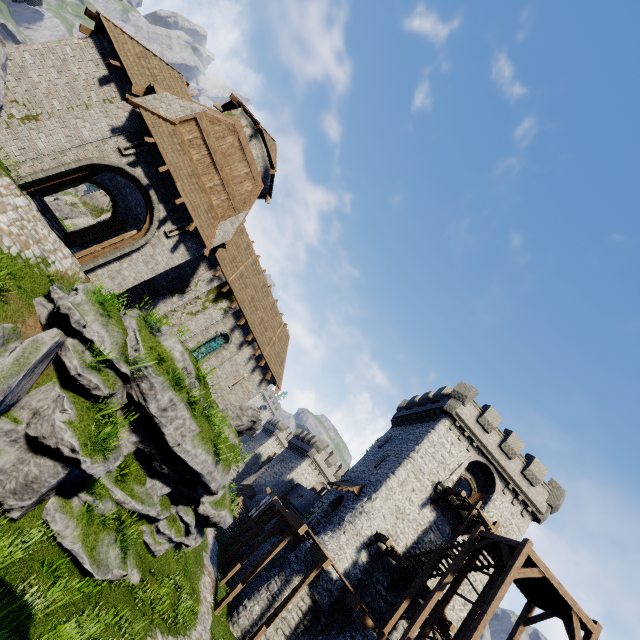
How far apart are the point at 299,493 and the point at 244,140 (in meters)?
41.23

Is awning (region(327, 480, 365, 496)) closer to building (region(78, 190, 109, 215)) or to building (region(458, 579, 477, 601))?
building (region(458, 579, 477, 601))

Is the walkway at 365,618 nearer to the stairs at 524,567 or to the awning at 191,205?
the stairs at 524,567

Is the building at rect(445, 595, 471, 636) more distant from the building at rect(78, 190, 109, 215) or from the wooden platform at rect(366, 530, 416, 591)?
the building at rect(78, 190, 109, 215)

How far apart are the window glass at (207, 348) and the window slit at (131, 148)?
10.9m

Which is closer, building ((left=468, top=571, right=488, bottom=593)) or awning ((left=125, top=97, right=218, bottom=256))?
awning ((left=125, top=97, right=218, bottom=256))

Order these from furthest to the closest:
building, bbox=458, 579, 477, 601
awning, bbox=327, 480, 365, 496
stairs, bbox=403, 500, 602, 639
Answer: awning, bbox=327, 480, 365, 496, building, bbox=458, 579, 477, 601, stairs, bbox=403, 500, 602, 639

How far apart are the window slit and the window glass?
10.9 meters
